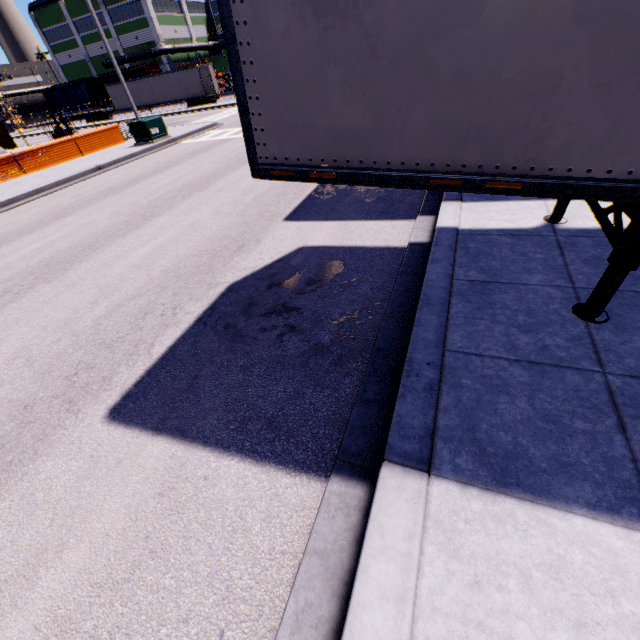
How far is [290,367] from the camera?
3.6 meters

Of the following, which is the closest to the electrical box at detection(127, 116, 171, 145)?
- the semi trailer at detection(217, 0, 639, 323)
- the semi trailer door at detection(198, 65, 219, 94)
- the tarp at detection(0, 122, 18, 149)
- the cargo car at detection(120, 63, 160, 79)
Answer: the semi trailer at detection(217, 0, 639, 323)

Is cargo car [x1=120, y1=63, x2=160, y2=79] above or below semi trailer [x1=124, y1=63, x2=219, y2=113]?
above

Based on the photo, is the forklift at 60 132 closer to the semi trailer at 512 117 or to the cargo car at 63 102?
the semi trailer at 512 117

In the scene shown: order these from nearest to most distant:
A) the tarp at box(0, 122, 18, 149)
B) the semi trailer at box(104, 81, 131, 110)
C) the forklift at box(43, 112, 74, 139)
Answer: the forklift at box(43, 112, 74, 139) < the tarp at box(0, 122, 18, 149) < the semi trailer at box(104, 81, 131, 110)

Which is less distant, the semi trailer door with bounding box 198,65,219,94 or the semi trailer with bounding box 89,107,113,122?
the semi trailer door with bounding box 198,65,219,94

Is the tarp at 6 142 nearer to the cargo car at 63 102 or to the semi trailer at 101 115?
the semi trailer at 101 115
